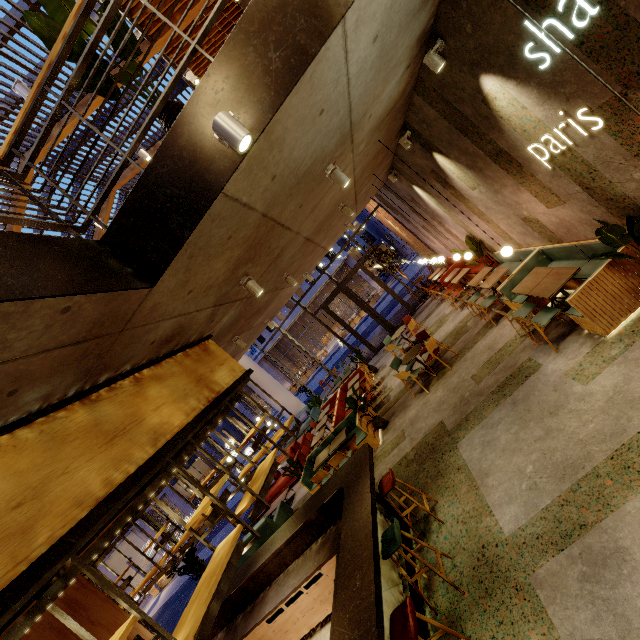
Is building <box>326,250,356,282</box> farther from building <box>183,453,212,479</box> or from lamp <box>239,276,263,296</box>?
lamp <box>239,276,263,296</box>

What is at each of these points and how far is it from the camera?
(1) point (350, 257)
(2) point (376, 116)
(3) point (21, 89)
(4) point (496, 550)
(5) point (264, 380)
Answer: (1) building, 39.66m
(2) building, 4.60m
(3) lamp, 4.74m
(4) building, 3.75m
(5) column, 17.36m

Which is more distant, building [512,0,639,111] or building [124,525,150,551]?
building [124,525,150,551]

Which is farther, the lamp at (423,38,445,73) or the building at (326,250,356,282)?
the building at (326,250,356,282)

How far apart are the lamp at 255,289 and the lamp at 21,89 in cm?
415

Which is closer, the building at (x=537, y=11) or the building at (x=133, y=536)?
the building at (x=537, y=11)

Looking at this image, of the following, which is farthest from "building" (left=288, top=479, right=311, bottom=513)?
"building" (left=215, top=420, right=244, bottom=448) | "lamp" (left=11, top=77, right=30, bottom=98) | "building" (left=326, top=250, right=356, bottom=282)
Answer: "building" (left=215, top=420, right=244, bottom=448)

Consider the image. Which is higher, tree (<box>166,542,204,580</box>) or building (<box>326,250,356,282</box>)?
building (<box>326,250,356,282</box>)
